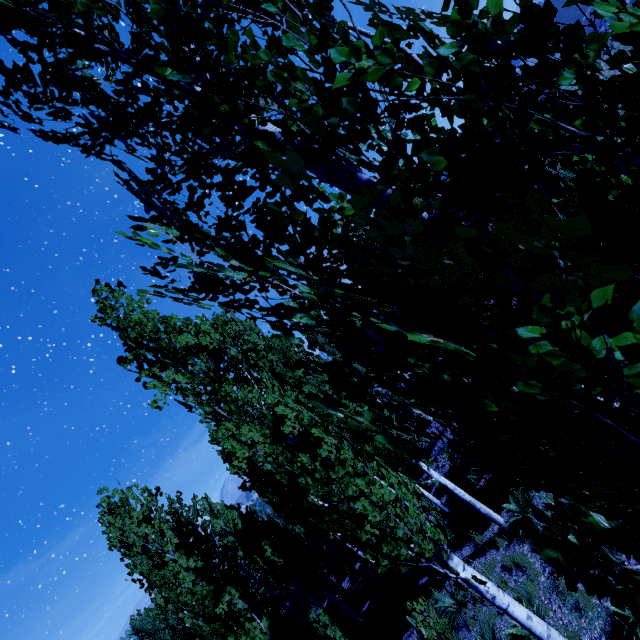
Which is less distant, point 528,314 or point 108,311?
point 528,314

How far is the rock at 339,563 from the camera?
20.1m

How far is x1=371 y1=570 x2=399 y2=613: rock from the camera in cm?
1287

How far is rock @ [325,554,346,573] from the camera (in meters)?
20.08

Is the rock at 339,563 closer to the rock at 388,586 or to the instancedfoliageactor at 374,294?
the instancedfoliageactor at 374,294

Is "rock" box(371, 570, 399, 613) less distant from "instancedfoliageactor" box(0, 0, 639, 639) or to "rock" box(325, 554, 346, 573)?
"instancedfoliageactor" box(0, 0, 639, 639)

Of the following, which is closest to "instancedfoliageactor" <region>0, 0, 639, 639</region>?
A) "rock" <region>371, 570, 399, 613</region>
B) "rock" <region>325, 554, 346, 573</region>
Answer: "rock" <region>325, 554, 346, 573</region>
